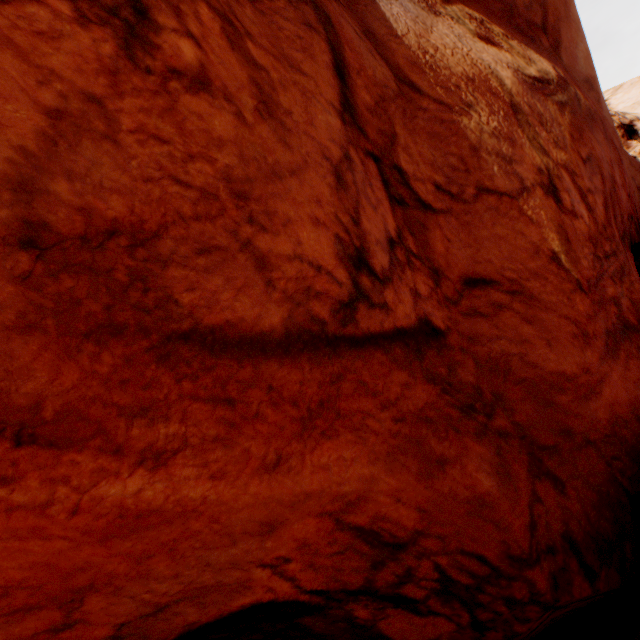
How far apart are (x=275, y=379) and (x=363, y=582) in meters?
2.1
